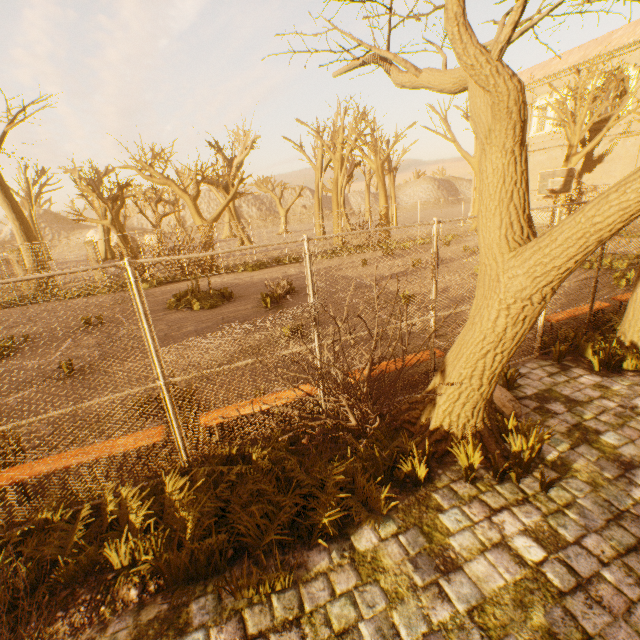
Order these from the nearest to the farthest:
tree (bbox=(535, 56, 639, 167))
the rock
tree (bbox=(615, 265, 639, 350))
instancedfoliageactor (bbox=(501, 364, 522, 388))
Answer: the rock → instancedfoliageactor (bbox=(501, 364, 522, 388)) → tree (bbox=(615, 265, 639, 350)) → tree (bbox=(535, 56, 639, 167))

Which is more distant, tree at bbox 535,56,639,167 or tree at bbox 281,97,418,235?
tree at bbox 281,97,418,235

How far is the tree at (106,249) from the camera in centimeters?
3344cm

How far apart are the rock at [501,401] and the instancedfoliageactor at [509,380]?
0.2 meters

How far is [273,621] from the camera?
2.7 meters

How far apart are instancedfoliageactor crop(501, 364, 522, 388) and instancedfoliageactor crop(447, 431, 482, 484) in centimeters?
208cm

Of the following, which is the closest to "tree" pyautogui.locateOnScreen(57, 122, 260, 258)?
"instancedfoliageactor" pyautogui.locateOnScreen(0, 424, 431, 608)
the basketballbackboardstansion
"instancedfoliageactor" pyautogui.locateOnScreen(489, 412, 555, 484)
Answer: "instancedfoliageactor" pyautogui.locateOnScreen(489, 412, 555, 484)

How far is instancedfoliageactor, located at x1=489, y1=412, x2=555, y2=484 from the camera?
3.66m
